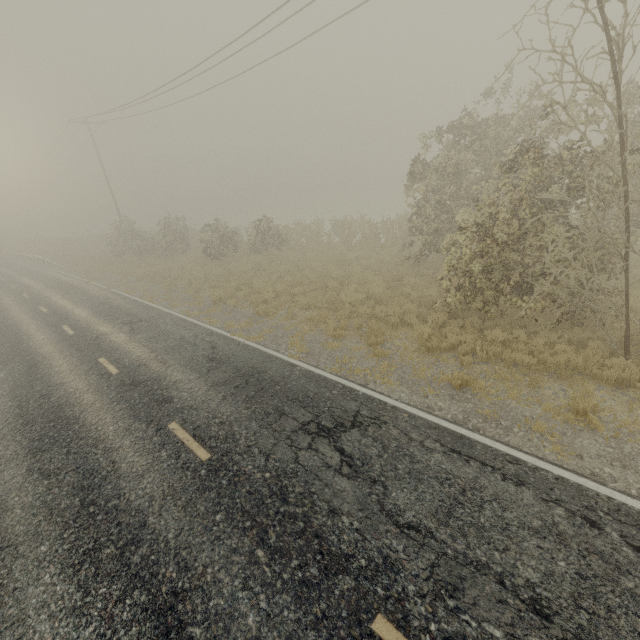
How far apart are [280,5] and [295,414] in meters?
14.3
